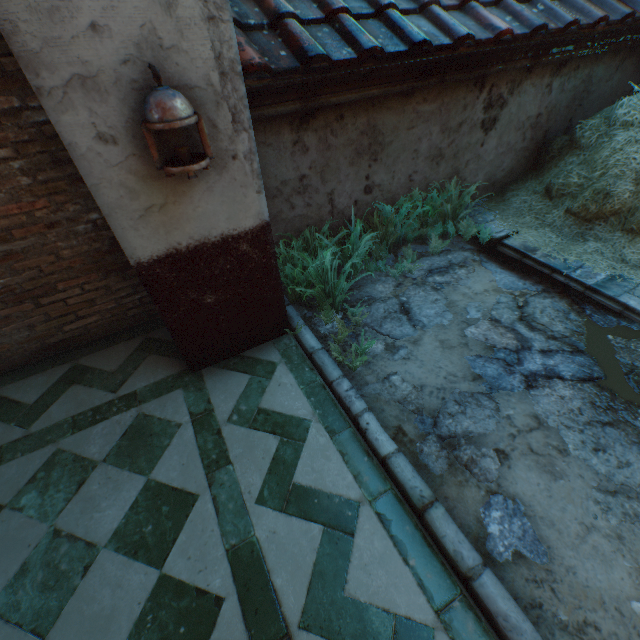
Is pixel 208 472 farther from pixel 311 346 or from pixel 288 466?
pixel 311 346

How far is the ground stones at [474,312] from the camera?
3.3m

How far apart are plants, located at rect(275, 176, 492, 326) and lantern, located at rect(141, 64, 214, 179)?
1.3m

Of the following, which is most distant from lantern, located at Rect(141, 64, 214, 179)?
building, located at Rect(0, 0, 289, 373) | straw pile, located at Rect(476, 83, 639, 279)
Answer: straw pile, located at Rect(476, 83, 639, 279)

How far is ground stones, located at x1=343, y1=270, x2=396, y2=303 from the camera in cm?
362

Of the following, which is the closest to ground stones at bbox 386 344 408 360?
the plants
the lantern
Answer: the plants

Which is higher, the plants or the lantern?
the lantern
